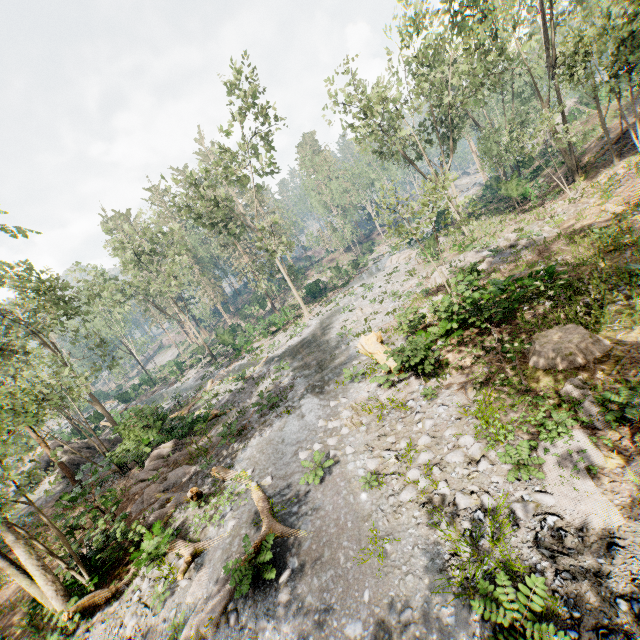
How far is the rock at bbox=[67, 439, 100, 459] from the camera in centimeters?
2591cm

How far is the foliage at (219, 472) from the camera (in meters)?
12.43

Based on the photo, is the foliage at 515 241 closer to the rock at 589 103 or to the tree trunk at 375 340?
the tree trunk at 375 340

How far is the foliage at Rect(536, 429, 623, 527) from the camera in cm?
547

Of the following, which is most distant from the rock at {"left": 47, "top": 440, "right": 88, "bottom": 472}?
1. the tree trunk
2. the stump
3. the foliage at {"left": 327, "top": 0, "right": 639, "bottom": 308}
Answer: the stump

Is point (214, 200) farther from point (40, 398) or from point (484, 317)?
point (484, 317)

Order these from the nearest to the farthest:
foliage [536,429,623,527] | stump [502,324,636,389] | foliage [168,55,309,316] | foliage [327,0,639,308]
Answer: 1. foliage [536,429,623,527]
2. stump [502,324,636,389]
3. foliage [327,0,639,308]
4. foliage [168,55,309,316]

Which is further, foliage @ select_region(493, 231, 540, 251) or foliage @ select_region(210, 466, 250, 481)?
foliage @ select_region(493, 231, 540, 251)
